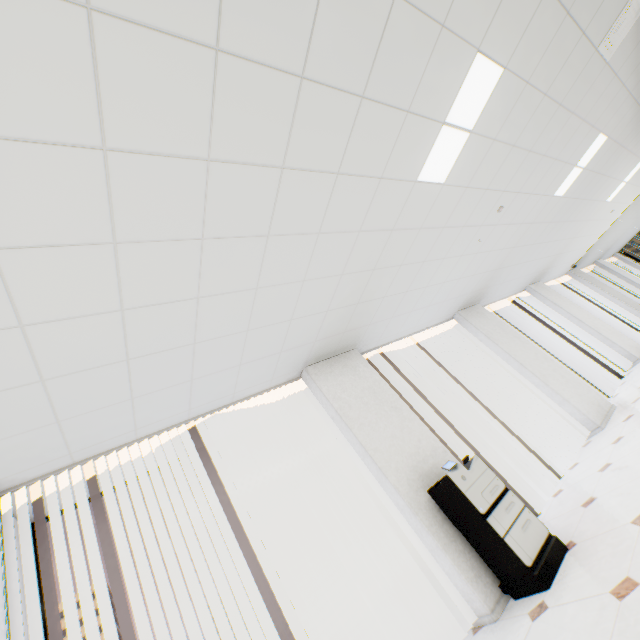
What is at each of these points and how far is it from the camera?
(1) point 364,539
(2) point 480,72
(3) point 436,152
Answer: (1) window, 3.8 meters
(2) light, 2.6 meters
(3) light, 2.9 meters

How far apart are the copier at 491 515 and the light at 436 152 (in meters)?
2.82

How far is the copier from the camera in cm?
271

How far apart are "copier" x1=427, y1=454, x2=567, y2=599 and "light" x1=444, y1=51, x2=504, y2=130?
2.82m

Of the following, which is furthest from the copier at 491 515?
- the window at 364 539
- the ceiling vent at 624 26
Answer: the ceiling vent at 624 26

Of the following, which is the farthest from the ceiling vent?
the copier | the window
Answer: the window

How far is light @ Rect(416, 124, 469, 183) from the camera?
2.85m

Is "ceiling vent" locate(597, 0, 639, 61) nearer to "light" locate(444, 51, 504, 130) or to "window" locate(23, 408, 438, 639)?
"light" locate(444, 51, 504, 130)
